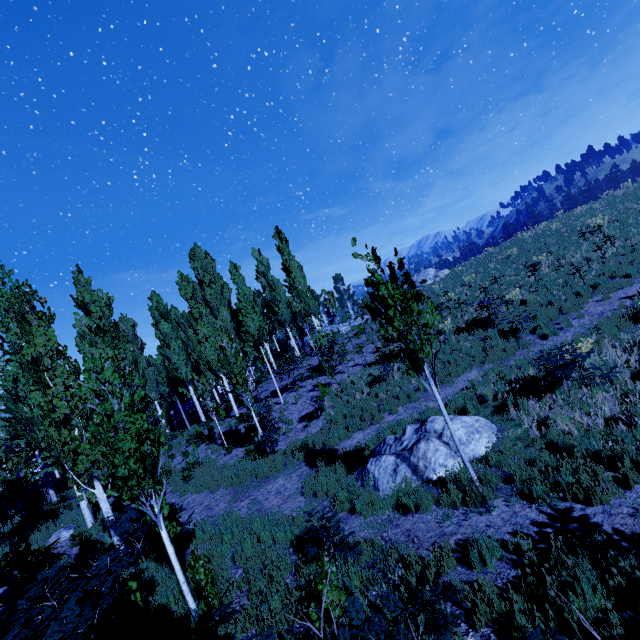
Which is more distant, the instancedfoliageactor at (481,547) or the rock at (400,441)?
the rock at (400,441)

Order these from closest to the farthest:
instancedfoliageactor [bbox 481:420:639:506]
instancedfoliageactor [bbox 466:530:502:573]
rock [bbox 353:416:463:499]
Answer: instancedfoliageactor [bbox 466:530:502:573] → instancedfoliageactor [bbox 481:420:639:506] → rock [bbox 353:416:463:499]

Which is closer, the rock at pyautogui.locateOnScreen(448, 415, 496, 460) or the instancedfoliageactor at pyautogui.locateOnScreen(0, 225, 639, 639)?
the instancedfoliageactor at pyautogui.locateOnScreen(0, 225, 639, 639)

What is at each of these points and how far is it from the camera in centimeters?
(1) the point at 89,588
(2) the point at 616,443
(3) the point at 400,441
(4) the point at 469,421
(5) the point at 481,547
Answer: (1) instancedfoliageactor, 475cm
(2) instancedfoliageactor, 571cm
(3) rock, 820cm
(4) rock, 782cm
(5) instancedfoliageactor, 464cm

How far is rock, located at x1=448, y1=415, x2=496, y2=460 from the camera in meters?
7.2

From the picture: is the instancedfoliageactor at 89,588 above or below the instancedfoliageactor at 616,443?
above
